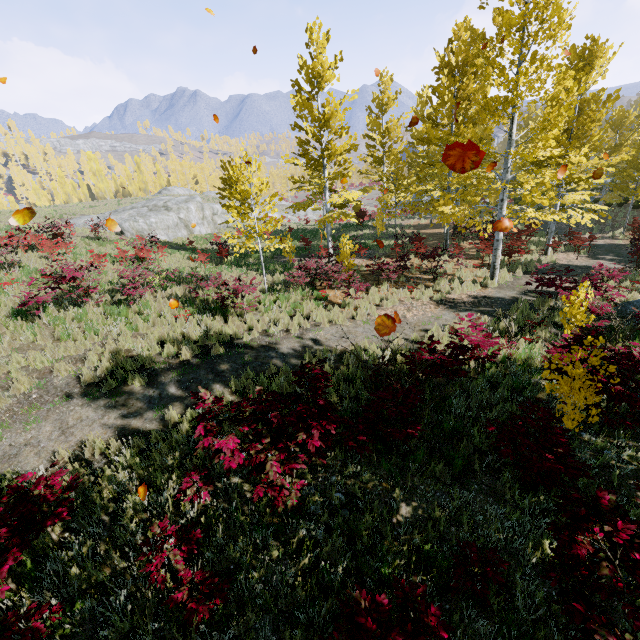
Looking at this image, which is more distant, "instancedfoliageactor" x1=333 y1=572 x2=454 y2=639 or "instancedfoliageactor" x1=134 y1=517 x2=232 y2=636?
"instancedfoliageactor" x1=134 y1=517 x2=232 y2=636

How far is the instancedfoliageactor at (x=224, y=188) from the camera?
10.70m

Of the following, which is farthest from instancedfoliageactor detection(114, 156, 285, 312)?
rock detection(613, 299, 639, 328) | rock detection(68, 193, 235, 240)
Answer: rock detection(68, 193, 235, 240)

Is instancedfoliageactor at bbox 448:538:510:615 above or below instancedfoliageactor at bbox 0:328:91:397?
below

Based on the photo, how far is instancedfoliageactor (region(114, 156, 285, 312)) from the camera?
10.7 meters

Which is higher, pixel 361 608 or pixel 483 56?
pixel 483 56

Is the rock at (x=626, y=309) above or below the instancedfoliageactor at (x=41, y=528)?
below

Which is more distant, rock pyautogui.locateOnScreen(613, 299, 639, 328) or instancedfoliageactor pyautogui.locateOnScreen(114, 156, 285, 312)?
instancedfoliageactor pyautogui.locateOnScreen(114, 156, 285, 312)
